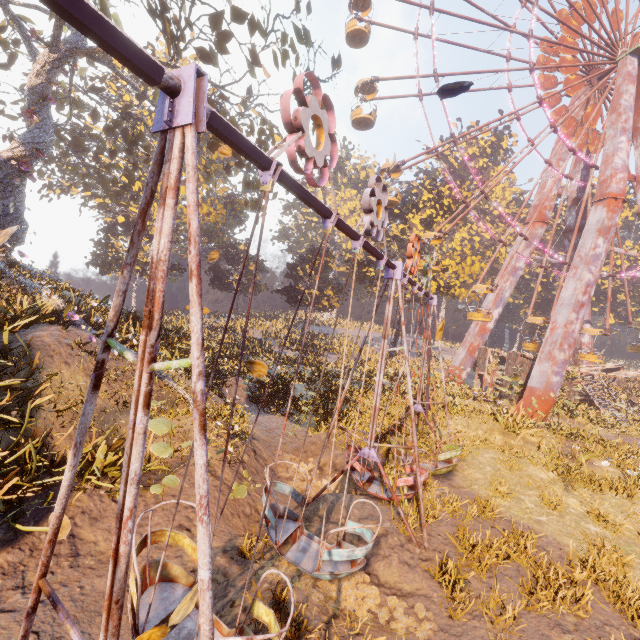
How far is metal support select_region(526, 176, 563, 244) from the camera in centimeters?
2748cm

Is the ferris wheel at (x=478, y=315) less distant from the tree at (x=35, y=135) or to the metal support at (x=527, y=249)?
the metal support at (x=527, y=249)

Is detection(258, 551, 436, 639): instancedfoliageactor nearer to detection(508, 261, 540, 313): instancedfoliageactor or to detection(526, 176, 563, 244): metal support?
detection(508, 261, 540, 313): instancedfoliageactor

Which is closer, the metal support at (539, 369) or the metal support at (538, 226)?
the metal support at (539, 369)

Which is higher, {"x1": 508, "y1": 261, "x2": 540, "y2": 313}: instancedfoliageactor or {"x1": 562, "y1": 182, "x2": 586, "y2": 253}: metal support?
{"x1": 562, "y1": 182, "x2": 586, "y2": 253}: metal support

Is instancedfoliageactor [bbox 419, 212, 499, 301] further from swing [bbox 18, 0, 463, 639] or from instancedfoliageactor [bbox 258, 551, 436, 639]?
instancedfoliageactor [bbox 258, 551, 436, 639]

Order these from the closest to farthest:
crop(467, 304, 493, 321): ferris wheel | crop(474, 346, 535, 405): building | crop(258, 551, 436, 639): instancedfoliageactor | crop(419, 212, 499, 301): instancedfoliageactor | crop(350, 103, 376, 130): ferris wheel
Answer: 1. crop(258, 551, 436, 639): instancedfoliageactor
2. crop(350, 103, 376, 130): ferris wheel
3. crop(474, 346, 535, 405): building
4. crop(467, 304, 493, 321): ferris wheel
5. crop(419, 212, 499, 301): instancedfoliageactor

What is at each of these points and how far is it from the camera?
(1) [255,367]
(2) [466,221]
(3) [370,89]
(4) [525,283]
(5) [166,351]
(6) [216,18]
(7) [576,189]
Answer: (1) leaf, 3.58m
(2) instancedfoliageactor, 34.34m
(3) ferris wheel, 21.72m
(4) instancedfoliageactor, 54.84m
(5) instancedfoliageactor, 11.56m
(6) tree, 13.66m
(7) metal support, 28.34m
